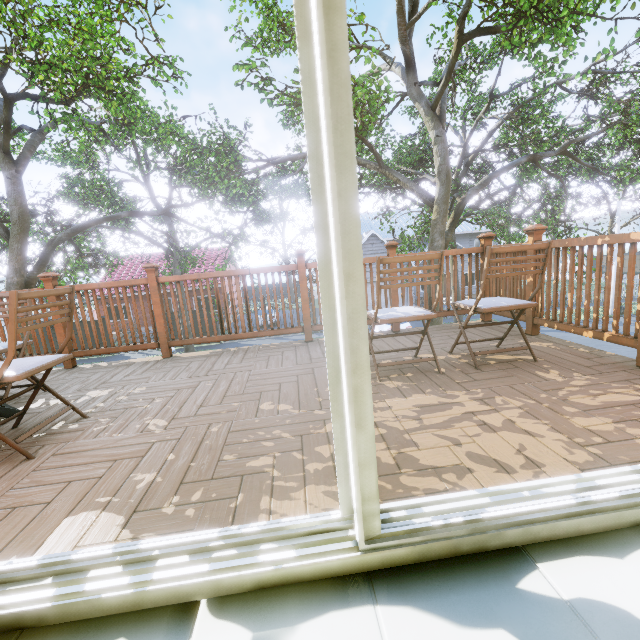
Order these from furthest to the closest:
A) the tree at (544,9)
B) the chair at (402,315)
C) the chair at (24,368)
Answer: the tree at (544,9) < the chair at (402,315) < the chair at (24,368)

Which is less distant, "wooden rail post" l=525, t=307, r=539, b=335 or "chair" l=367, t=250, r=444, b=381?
"chair" l=367, t=250, r=444, b=381

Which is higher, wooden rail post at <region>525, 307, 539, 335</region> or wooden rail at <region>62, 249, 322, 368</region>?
wooden rail at <region>62, 249, 322, 368</region>

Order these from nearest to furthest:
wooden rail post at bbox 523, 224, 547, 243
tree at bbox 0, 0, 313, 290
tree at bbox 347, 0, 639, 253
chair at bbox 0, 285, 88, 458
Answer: chair at bbox 0, 285, 88, 458 < wooden rail post at bbox 523, 224, 547, 243 < tree at bbox 347, 0, 639, 253 < tree at bbox 0, 0, 313, 290

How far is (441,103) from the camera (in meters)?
8.83

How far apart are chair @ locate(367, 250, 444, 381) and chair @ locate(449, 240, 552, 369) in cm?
30

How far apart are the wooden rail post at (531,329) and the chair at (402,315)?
1.35m

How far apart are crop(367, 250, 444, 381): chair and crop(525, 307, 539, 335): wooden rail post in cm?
135
